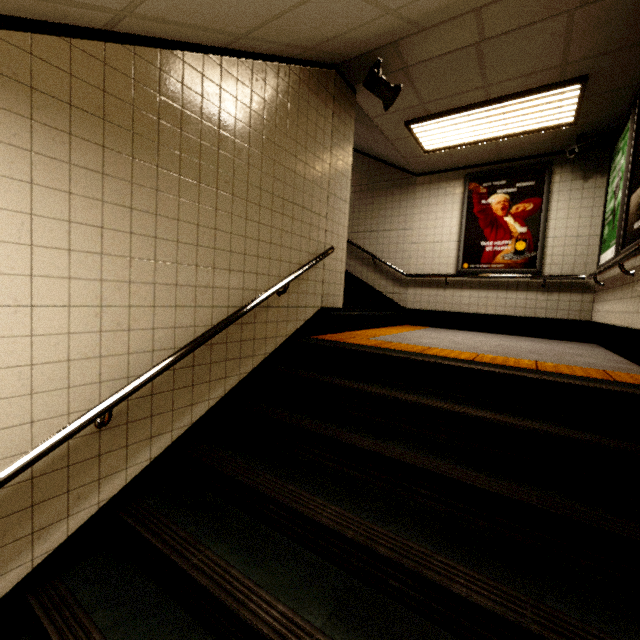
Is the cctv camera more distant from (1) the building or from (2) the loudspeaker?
(2) the loudspeaker

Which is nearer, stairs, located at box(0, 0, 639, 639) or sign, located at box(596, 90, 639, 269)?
stairs, located at box(0, 0, 639, 639)

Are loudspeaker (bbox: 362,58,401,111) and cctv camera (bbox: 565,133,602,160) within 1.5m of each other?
no

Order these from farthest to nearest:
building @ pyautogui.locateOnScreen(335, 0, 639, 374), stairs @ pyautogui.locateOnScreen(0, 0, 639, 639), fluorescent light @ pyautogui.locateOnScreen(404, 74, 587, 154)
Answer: fluorescent light @ pyautogui.locateOnScreen(404, 74, 587, 154) → building @ pyautogui.locateOnScreen(335, 0, 639, 374) → stairs @ pyautogui.locateOnScreen(0, 0, 639, 639)

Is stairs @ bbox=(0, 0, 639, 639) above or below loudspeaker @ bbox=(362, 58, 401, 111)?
below

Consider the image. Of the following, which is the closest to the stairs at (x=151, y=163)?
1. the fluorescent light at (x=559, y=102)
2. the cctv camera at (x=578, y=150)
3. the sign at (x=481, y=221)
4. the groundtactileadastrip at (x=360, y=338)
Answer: the groundtactileadastrip at (x=360, y=338)

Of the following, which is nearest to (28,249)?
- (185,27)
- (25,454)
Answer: (25,454)

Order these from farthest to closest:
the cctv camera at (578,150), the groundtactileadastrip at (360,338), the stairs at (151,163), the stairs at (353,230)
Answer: the stairs at (353,230)
the cctv camera at (578,150)
the groundtactileadastrip at (360,338)
the stairs at (151,163)
